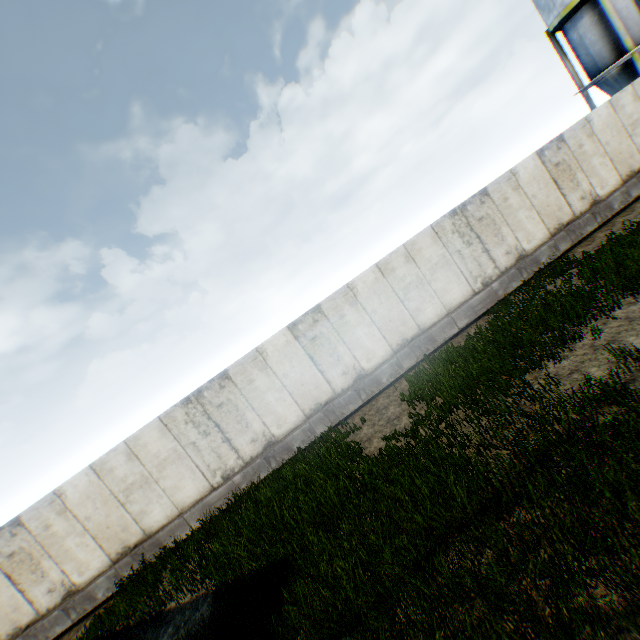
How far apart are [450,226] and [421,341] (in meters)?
4.18
